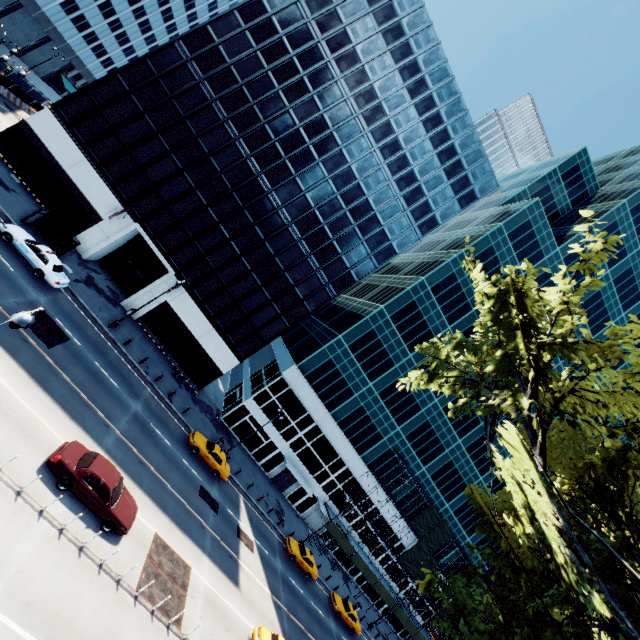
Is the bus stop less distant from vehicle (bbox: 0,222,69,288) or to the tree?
vehicle (bbox: 0,222,69,288)

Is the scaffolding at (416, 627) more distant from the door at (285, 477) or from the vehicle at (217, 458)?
the vehicle at (217, 458)

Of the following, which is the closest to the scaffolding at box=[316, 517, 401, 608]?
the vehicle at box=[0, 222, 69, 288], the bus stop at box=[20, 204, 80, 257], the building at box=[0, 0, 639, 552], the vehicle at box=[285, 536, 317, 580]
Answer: the vehicle at box=[285, 536, 317, 580]

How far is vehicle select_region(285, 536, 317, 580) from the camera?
32.3m

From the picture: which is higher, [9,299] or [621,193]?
[621,193]

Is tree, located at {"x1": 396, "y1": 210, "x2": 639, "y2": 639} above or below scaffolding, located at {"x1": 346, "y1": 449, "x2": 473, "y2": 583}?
above

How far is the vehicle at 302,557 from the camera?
32.31m

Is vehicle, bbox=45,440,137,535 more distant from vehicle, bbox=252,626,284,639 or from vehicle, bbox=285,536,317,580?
vehicle, bbox=285,536,317,580
